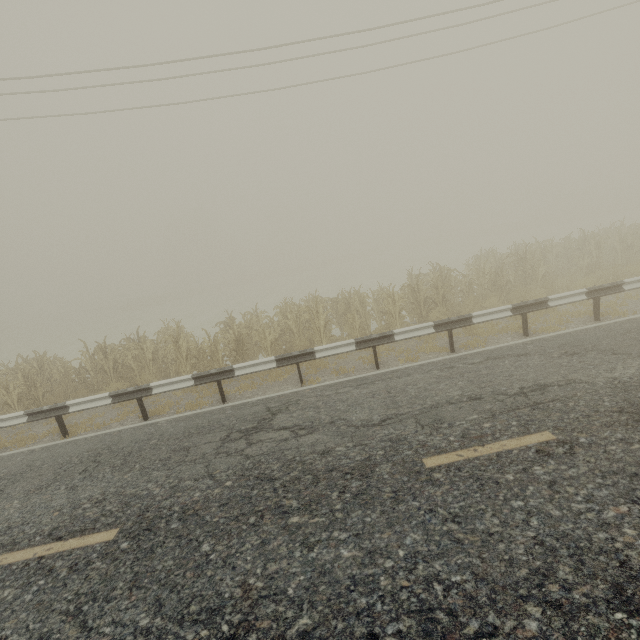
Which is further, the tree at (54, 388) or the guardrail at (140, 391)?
the tree at (54, 388)

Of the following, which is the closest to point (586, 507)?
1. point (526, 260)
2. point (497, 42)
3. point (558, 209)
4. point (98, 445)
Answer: point (98, 445)

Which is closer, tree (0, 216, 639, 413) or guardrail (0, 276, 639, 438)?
guardrail (0, 276, 639, 438)
